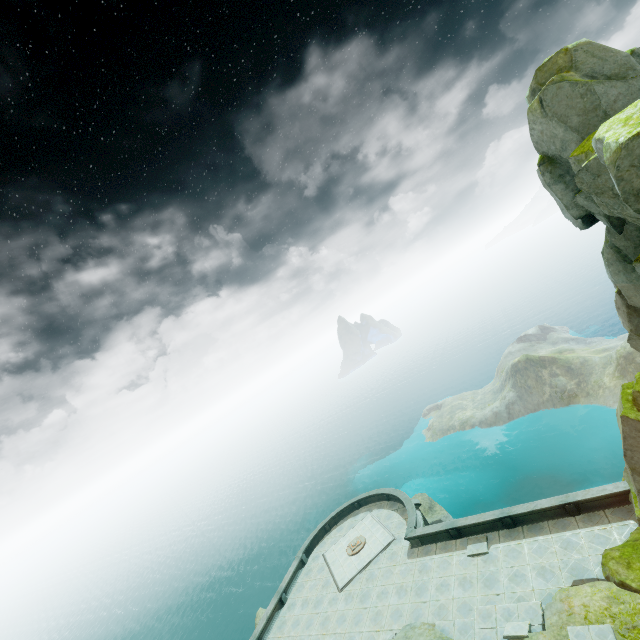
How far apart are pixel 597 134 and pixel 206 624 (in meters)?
82.48

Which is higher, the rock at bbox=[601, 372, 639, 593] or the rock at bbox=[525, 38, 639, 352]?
the rock at bbox=[525, 38, 639, 352]

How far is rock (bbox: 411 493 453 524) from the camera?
35.97m

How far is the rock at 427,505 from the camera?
36.0m

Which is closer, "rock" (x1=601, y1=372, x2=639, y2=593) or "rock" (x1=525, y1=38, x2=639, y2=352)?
"rock" (x1=525, y1=38, x2=639, y2=352)

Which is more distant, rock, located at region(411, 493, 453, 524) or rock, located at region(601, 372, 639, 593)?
rock, located at region(411, 493, 453, 524)

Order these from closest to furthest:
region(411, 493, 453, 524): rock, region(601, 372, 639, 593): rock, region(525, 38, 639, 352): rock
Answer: region(525, 38, 639, 352): rock → region(601, 372, 639, 593): rock → region(411, 493, 453, 524): rock

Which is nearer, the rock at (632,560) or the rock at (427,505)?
the rock at (632,560)
